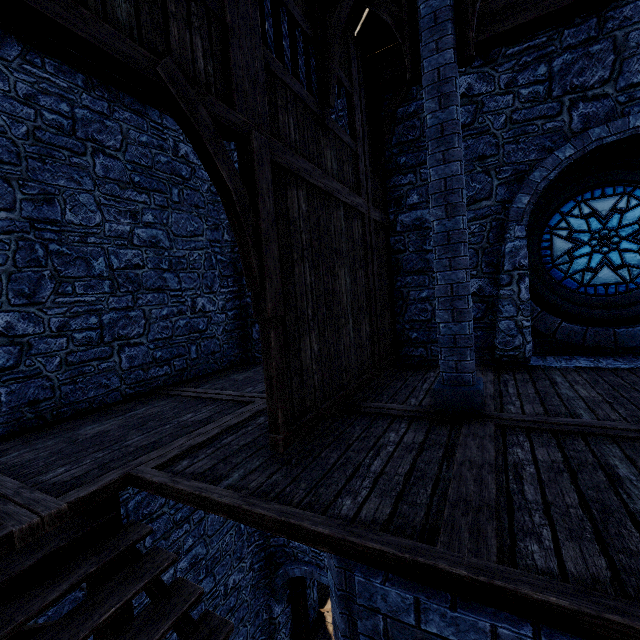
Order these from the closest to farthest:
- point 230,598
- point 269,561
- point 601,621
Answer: point 601,621 < point 230,598 < point 269,561

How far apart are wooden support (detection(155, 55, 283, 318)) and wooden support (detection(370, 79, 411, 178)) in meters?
3.8

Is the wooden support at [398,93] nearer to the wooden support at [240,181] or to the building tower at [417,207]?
the building tower at [417,207]

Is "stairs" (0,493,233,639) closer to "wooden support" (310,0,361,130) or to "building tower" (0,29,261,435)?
"building tower" (0,29,261,435)

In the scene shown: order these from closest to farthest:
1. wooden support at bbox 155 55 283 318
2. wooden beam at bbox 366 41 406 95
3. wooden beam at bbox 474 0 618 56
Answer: wooden support at bbox 155 55 283 318
wooden beam at bbox 474 0 618 56
wooden beam at bbox 366 41 406 95

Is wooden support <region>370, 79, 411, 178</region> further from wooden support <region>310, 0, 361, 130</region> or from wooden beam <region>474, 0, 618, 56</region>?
wooden support <region>310, 0, 361, 130</region>

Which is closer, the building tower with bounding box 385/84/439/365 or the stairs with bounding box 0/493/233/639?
the stairs with bounding box 0/493/233/639

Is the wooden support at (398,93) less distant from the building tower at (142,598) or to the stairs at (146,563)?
the building tower at (142,598)
